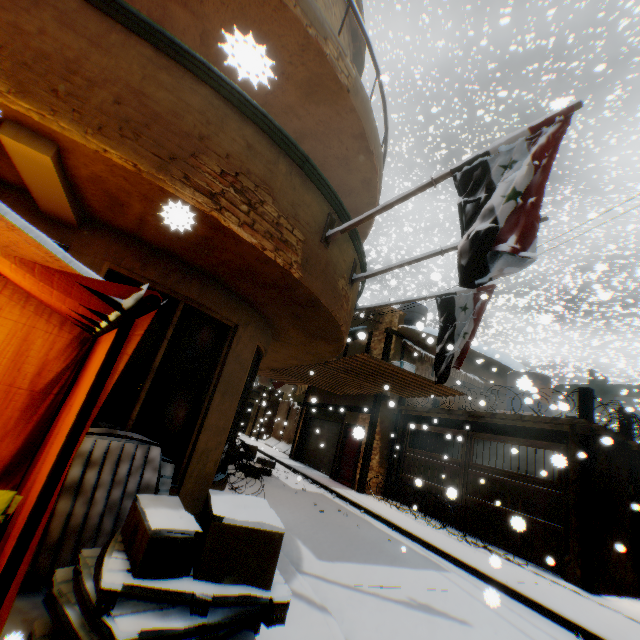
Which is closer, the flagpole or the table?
the table

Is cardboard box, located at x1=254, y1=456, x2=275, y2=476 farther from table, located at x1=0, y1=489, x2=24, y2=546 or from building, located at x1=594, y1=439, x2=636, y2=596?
table, located at x1=0, y1=489, x2=24, y2=546

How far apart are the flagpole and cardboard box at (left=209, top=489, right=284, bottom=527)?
1.80m

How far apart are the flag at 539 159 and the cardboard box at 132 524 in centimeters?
109cm

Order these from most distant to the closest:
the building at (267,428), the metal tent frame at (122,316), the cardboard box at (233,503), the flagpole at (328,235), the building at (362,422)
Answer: the building at (267,428) < the building at (362,422) < the flagpole at (328,235) < the cardboard box at (233,503) < the metal tent frame at (122,316)

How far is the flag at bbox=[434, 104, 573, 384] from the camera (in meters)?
2.68

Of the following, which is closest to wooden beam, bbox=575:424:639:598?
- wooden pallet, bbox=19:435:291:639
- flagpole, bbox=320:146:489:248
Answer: wooden pallet, bbox=19:435:291:639

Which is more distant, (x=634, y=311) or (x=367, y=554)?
(x=634, y=311)
